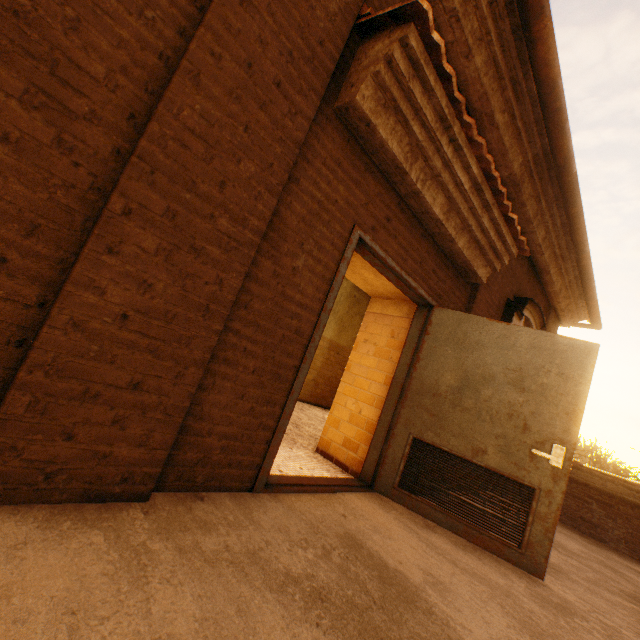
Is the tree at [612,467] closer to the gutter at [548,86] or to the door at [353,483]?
the gutter at [548,86]

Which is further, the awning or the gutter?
the gutter

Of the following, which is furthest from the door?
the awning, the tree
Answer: the tree

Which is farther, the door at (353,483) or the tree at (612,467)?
the tree at (612,467)

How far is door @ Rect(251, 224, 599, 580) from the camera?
2.8m

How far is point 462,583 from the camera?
2.2 meters

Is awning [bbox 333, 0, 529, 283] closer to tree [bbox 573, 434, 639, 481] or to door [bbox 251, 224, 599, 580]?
door [bbox 251, 224, 599, 580]
